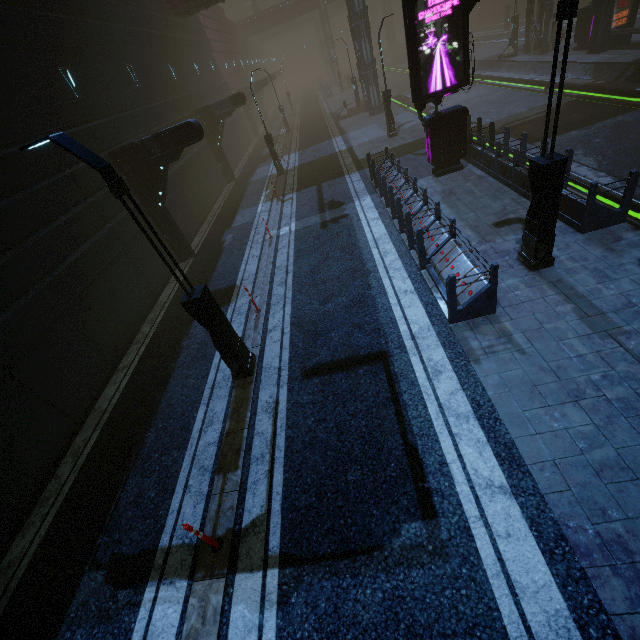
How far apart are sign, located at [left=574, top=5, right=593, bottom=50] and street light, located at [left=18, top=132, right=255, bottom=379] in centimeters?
3074cm

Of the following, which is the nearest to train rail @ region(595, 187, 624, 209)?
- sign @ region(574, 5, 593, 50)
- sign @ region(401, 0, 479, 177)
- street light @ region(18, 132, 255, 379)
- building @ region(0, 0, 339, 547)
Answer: building @ region(0, 0, 339, 547)

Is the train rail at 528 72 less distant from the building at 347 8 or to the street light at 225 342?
the building at 347 8

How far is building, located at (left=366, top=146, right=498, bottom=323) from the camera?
6.82m

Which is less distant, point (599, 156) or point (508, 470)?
point (508, 470)

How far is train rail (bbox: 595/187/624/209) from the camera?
9.6m

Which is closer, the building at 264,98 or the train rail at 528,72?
the train rail at 528,72

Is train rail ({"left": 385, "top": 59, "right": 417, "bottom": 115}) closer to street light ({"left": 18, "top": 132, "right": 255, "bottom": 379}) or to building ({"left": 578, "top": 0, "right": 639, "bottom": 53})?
building ({"left": 578, "top": 0, "right": 639, "bottom": 53})
